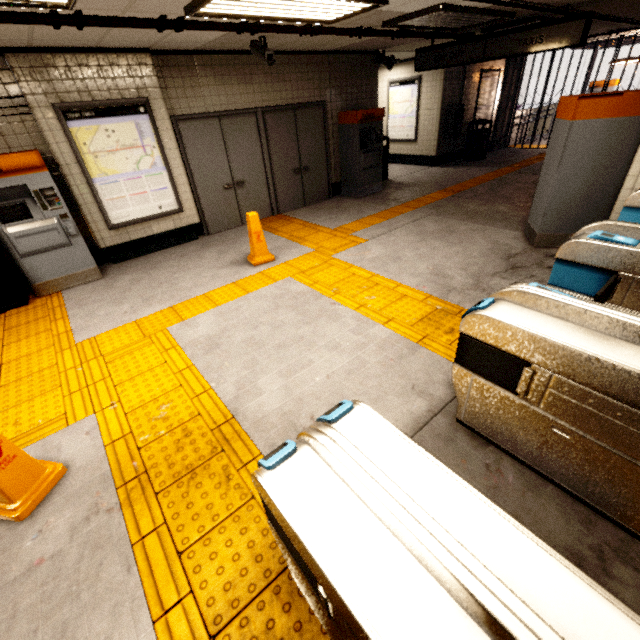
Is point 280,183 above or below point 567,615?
below

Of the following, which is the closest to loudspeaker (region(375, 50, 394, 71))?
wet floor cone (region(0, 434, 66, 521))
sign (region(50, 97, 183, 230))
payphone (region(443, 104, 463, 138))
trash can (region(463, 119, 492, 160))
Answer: payphone (region(443, 104, 463, 138))

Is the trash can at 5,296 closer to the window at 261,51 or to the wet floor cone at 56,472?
the wet floor cone at 56,472

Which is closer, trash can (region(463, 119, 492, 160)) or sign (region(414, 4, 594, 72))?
sign (region(414, 4, 594, 72))

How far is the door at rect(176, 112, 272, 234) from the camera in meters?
5.9 m

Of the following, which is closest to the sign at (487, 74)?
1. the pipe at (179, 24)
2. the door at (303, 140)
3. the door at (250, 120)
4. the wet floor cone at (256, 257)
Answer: the pipe at (179, 24)

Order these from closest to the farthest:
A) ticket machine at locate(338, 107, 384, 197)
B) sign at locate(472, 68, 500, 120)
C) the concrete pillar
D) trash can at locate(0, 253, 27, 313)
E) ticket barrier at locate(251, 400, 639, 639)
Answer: ticket barrier at locate(251, 400, 639, 639) < trash can at locate(0, 253, 27, 313) < ticket machine at locate(338, 107, 384, 197) < sign at locate(472, 68, 500, 120) < the concrete pillar

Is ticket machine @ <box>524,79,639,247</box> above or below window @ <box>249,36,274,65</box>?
below
